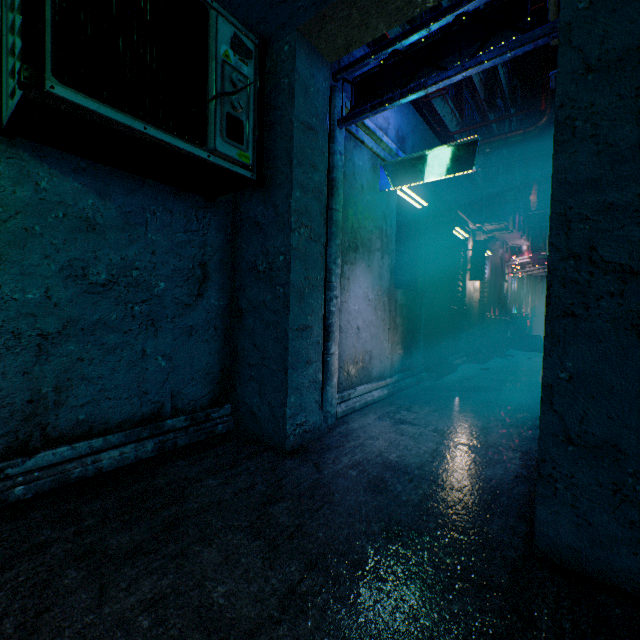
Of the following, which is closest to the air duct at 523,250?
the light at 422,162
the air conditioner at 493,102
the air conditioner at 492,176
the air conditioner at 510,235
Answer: the air conditioner at 510,235

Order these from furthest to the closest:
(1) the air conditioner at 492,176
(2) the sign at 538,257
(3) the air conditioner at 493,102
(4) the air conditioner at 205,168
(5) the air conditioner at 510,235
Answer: (1) the air conditioner at 492,176, (3) the air conditioner at 493,102, (2) the sign at 538,257, (5) the air conditioner at 510,235, (4) the air conditioner at 205,168

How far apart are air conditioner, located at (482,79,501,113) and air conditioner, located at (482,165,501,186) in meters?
2.2

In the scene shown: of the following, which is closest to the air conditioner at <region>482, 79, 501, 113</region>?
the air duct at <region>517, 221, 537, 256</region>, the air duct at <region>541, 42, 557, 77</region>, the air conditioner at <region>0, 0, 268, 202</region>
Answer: the air duct at <region>541, 42, 557, 77</region>

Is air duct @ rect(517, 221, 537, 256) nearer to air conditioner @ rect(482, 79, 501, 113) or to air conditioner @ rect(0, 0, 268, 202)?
air conditioner @ rect(482, 79, 501, 113)

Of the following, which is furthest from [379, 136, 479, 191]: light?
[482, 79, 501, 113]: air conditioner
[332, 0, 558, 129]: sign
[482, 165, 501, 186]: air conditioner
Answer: [482, 79, 501, 113]: air conditioner

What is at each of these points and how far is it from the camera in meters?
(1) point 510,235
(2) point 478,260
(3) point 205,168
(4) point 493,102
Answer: (1) air conditioner, 8.2
(2) sign, 6.6
(3) air conditioner, 1.9
(4) air conditioner, 13.3

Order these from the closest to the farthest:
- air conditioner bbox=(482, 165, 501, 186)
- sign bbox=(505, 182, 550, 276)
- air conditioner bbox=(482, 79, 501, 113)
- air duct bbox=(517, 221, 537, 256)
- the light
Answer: the light, sign bbox=(505, 182, 550, 276), air duct bbox=(517, 221, 537, 256), air conditioner bbox=(482, 79, 501, 113), air conditioner bbox=(482, 165, 501, 186)
